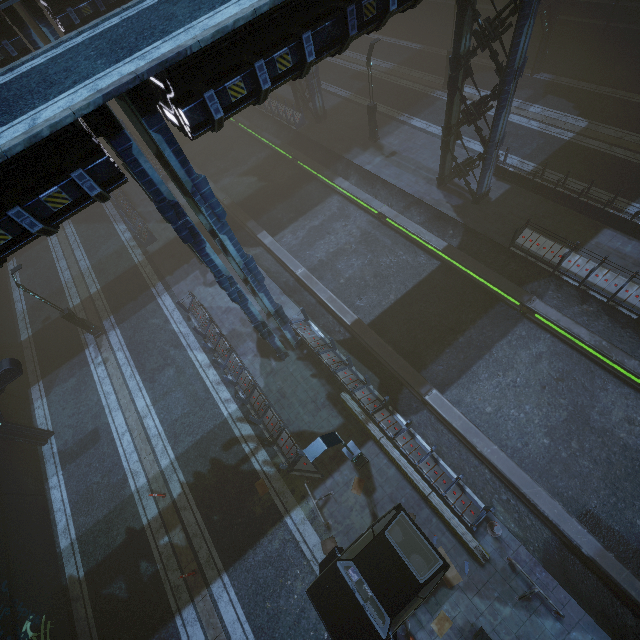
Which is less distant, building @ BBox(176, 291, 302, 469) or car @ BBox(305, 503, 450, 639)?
car @ BBox(305, 503, 450, 639)

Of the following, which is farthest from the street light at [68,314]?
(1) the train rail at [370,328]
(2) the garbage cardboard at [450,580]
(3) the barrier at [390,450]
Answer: (2) the garbage cardboard at [450,580]

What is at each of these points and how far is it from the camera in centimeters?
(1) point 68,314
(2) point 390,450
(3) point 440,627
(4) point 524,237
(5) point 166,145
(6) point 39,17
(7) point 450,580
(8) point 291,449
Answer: (1) street light, 1742cm
(2) barrier, 1205cm
(3) garbage cardboard, 1002cm
(4) building, 1582cm
(5) building, 701cm
(6) building, 1421cm
(7) garbage cardboard, 1052cm
(8) building, 1312cm

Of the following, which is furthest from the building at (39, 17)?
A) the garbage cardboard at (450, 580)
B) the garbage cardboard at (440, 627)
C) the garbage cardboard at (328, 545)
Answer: the garbage cardboard at (328, 545)

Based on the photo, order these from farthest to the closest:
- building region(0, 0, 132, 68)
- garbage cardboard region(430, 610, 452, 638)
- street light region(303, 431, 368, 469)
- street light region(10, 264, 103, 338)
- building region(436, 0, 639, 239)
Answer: street light region(10, 264, 103, 338) < building region(0, 0, 132, 68) < building region(436, 0, 639, 239) < garbage cardboard region(430, 610, 452, 638) < street light region(303, 431, 368, 469)

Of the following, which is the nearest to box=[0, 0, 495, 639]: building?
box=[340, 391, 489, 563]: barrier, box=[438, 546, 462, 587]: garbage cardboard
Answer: box=[340, 391, 489, 563]: barrier

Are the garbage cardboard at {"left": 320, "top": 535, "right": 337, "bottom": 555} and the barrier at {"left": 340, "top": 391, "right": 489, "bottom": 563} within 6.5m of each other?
yes

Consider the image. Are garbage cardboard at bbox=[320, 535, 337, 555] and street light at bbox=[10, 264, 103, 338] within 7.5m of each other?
no
